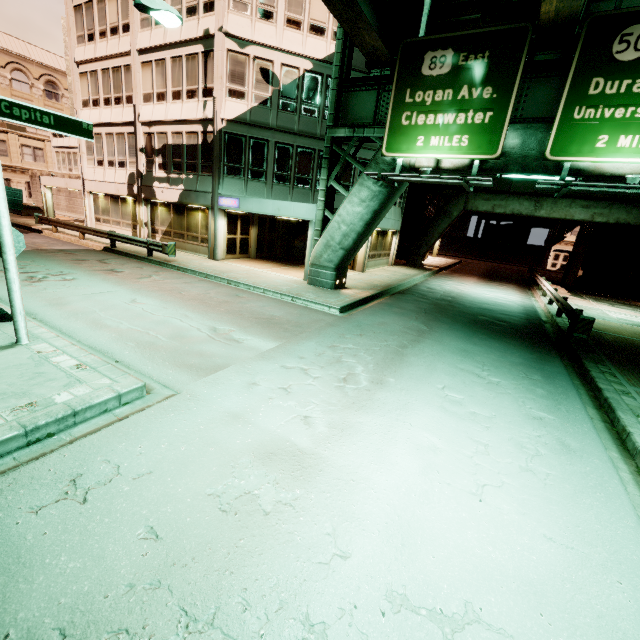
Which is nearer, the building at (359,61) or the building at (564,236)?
the building at (359,61)

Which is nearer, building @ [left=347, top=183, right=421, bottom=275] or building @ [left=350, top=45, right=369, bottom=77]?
building @ [left=350, top=45, right=369, bottom=77]

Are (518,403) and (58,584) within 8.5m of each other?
yes

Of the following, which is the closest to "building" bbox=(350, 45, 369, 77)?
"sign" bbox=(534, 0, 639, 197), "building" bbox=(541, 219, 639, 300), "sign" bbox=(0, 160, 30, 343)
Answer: "sign" bbox=(534, 0, 639, 197)

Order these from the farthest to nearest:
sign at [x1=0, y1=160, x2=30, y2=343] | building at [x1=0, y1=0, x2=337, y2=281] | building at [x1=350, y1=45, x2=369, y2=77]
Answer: building at [x1=350, y1=45, x2=369, y2=77]
building at [x1=0, y1=0, x2=337, y2=281]
sign at [x1=0, y1=160, x2=30, y2=343]

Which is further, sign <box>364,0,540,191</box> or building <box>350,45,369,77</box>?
building <box>350,45,369,77</box>

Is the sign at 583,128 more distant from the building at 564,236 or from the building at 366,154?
the building at 564,236
